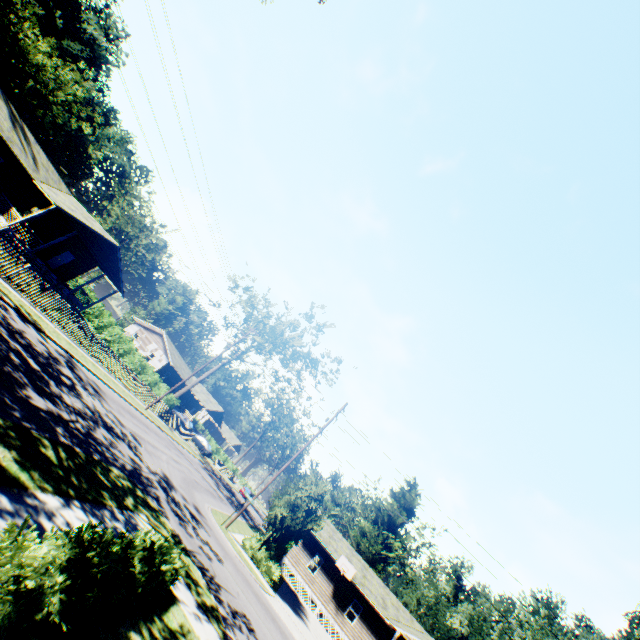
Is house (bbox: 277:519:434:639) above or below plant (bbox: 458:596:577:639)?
below

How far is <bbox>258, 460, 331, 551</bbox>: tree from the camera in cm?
2183

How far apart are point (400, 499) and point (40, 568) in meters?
49.5

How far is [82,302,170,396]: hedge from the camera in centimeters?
3428cm

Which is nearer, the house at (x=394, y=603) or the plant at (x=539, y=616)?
the house at (x=394, y=603)

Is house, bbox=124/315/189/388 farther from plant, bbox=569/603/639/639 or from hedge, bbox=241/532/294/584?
plant, bbox=569/603/639/639

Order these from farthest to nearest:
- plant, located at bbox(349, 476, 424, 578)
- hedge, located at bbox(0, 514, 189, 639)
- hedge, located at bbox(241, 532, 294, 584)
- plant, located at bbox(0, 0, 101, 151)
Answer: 1. plant, located at bbox(0, 0, 101, 151)
2. plant, located at bbox(349, 476, 424, 578)
3. hedge, located at bbox(241, 532, 294, 584)
4. hedge, located at bbox(0, 514, 189, 639)

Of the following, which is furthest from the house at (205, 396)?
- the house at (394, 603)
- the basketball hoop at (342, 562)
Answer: the basketball hoop at (342, 562)
